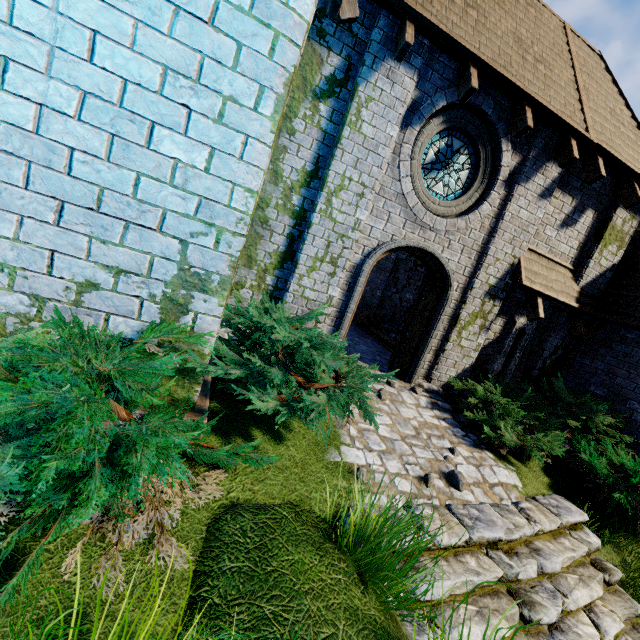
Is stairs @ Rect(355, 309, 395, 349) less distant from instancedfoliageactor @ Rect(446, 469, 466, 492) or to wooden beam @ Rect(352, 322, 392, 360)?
wooden beam @ Rect(352, 322, 392, 360)

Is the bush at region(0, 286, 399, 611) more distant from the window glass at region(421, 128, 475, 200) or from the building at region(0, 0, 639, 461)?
the window glass at region(421, 128, 475, 200)

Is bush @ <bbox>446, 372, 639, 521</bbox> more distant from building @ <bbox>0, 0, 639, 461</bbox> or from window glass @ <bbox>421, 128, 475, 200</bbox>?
window glass @ <bbox>421, 128, 475, 200</bbox>

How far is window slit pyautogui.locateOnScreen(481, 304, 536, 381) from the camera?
7.7 meters

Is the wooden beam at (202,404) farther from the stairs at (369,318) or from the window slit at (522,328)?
the window slit at (522,328)

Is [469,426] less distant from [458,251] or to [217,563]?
[458,251]

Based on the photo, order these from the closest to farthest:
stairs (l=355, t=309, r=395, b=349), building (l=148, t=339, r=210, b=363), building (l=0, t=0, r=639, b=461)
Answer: building (l=0, t=0, r=639, b=461) < building (l=148, t=339, r=210, b=363) < stairs (l=355, t=309, r=395, b=349)

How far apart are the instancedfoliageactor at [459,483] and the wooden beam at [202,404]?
3.5 meters
